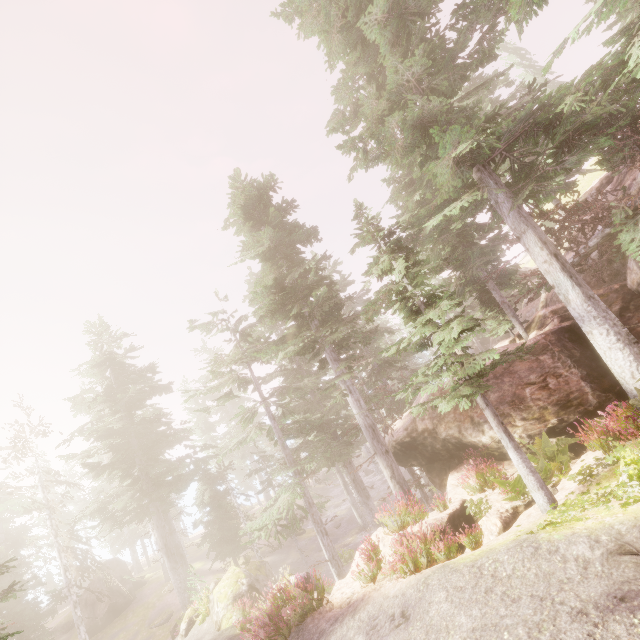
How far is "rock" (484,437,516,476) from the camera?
11.74m

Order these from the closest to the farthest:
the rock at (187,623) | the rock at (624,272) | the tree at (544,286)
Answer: the rock at (624,272) → the tree at (544,286) → the rock at (187,623)

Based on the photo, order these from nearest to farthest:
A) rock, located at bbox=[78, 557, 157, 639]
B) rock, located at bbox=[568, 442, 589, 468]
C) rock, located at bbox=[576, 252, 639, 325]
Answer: rock, located at bbox=[568, 442, 589, 468] → rock, located at bbox=[576, 252, 639, 325] → rock, located at bbox=[78, 557, 157, 639]

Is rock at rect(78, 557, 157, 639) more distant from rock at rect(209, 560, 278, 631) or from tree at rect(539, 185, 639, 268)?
tree at rect(539, 185, 639, 268)

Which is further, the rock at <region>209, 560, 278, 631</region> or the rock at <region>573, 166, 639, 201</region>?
the rock at <region>209, 560, 278, 631</region>

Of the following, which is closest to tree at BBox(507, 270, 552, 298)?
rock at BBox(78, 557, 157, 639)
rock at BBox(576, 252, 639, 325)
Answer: rock at BBox(576, 252, 639, 325)

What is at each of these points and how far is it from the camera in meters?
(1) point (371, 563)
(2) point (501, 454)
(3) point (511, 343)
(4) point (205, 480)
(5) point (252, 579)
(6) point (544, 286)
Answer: (1) instancedfoliageactor, 9.7 m
(2) rock, 12.5 m
(3) rock, 18.5 m
(4) instancedfoliageactor, 32.5 m
(5) rock, 18.0 m
(6) tree, 16.1 m

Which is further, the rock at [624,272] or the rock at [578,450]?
the rock at [624,272]
